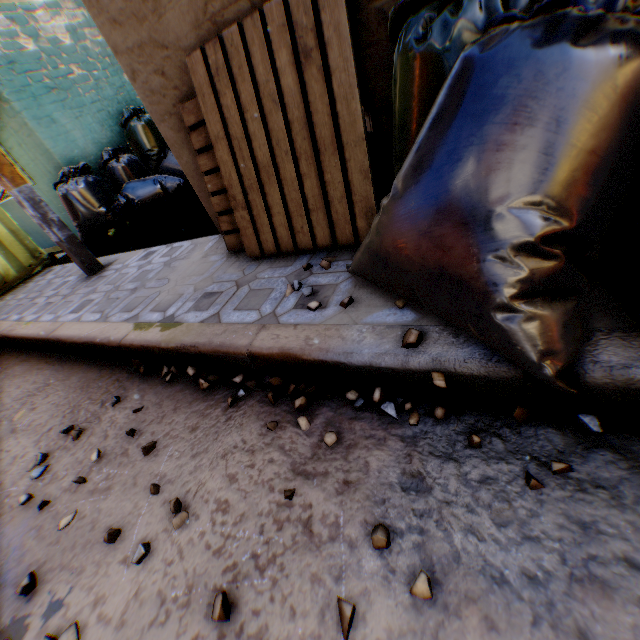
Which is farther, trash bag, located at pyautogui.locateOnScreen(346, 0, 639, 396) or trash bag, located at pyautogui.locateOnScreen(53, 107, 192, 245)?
trash bag, located at pyautogui.locateOnScreen(53, 107, 192, 245)

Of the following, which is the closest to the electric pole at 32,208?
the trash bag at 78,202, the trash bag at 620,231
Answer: the trash bag at 78,202

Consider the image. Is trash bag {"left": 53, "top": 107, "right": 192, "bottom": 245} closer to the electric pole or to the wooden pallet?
the electric pole

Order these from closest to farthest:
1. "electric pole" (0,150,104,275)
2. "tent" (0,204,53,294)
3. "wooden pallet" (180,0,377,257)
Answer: "wooden pallet" (180,0,377,257), "electric pole" (0,150,104,275), "tent" (0,204,53,294)

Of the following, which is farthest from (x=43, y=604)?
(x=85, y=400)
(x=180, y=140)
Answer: (x=180, y=140)

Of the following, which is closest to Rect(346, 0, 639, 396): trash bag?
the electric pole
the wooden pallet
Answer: the wooden pallet

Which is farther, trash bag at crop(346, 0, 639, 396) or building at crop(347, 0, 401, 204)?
building at crop(347, 0, 401, 204)

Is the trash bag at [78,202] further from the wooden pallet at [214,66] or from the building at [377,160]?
the wooden pallet at [214,66]
